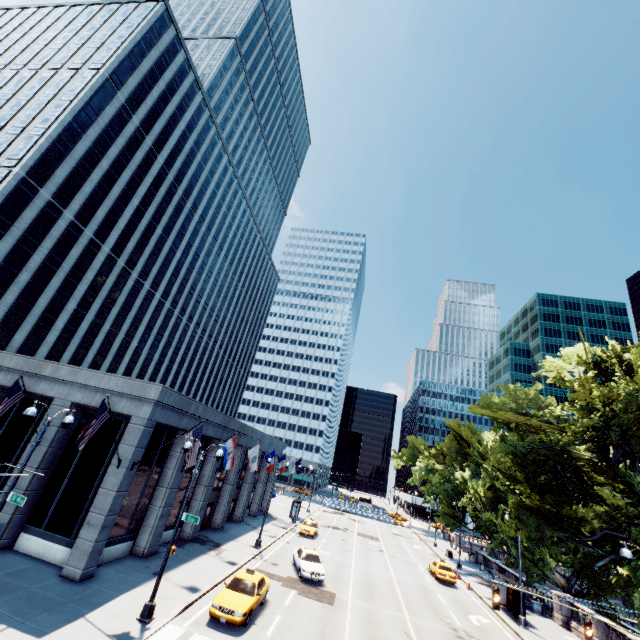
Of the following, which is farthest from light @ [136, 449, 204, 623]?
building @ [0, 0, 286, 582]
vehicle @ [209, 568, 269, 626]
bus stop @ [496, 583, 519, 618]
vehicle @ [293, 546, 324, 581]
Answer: bus stop @ [496, 583, 519, 618]

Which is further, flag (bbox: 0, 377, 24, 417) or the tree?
the tree

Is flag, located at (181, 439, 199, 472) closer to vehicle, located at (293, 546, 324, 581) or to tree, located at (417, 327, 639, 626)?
Result: vehicle, located at (293, 546, 324, 581)

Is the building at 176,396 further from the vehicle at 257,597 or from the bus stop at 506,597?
the bus stop at 506,597

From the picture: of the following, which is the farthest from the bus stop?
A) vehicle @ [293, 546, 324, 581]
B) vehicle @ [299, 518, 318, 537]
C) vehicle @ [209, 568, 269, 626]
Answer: vehicle @ [209, 568, 269, 626]

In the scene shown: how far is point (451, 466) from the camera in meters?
49.1 m

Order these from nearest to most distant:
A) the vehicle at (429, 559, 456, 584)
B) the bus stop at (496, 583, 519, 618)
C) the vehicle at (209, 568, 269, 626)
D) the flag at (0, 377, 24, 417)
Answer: the vehicle at (209, 568, 269, 626)
the flag at (0, 377, 24, 417)
the bus stop at (496, 583, 519, 618)
the vehicle at (429, 559, 456, 584)

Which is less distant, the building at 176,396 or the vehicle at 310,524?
the building at 176,396
